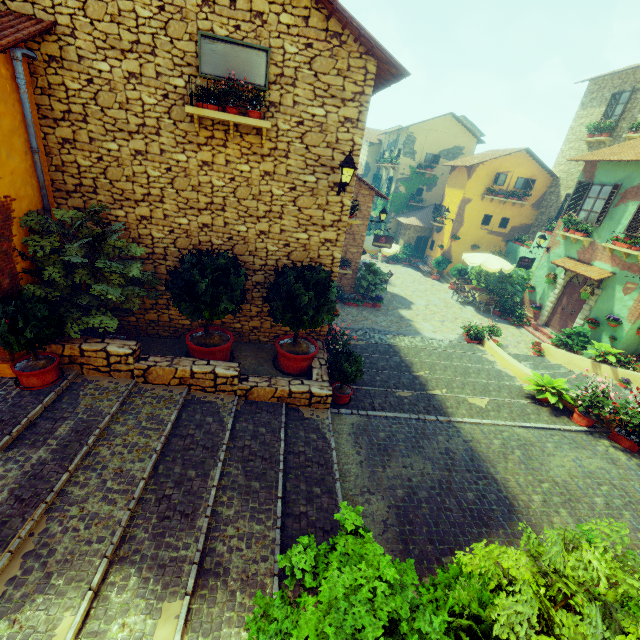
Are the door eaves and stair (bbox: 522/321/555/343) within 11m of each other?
yes

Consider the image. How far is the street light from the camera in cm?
629

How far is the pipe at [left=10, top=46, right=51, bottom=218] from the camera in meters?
5.1

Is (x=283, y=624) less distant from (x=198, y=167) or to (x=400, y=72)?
(x=198, y=167)

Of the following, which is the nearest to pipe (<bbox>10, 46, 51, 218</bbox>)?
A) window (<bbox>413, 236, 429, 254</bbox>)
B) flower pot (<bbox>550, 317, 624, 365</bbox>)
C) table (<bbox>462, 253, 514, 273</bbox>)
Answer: flower pot (<bbox>550, 317, 624, 365</bbox>)

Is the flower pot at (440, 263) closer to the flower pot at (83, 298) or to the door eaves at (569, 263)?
the door eaves at (569, 263)

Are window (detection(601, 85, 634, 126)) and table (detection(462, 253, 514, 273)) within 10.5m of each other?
yes

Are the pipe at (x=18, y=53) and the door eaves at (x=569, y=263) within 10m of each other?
no
